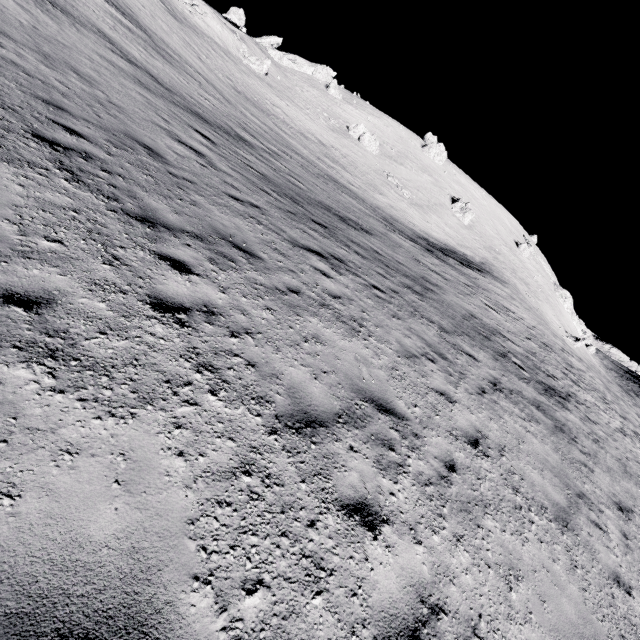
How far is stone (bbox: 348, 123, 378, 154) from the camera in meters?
58.3

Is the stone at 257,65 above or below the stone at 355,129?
below

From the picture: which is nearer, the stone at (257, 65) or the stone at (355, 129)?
the stone at (257, 65)

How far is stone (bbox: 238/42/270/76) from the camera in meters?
49.8

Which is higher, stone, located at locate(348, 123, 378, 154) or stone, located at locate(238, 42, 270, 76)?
stone, located at locate(348, 123, 378, 154)

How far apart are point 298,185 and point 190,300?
14.47m

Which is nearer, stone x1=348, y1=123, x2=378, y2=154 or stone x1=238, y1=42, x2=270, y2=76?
stone x1=238, y1=42, x2=270, y2=76
